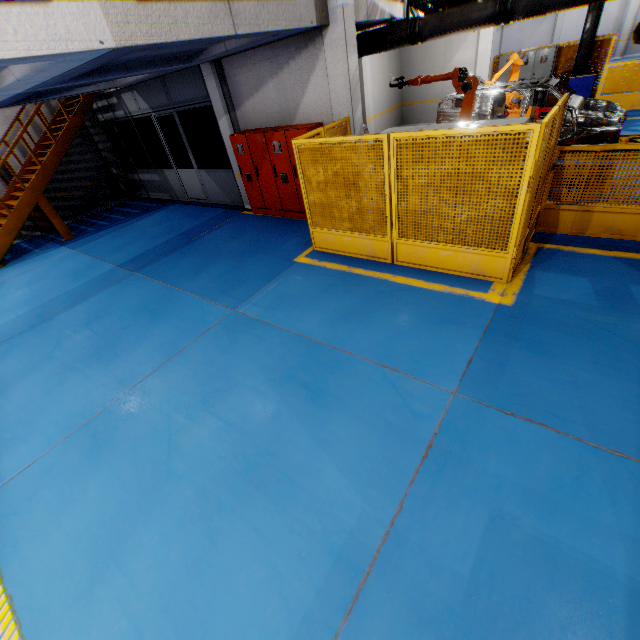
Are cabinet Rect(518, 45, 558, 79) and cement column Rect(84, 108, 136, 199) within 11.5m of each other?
no

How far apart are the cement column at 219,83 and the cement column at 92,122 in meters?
7.7 m

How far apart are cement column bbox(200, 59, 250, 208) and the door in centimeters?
229cm

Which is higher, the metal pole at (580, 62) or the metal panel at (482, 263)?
the metal pole at (580, 62)

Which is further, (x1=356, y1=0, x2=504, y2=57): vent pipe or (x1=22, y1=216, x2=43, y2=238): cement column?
(x1=22, y1=216, x2=43, y2=238): cement column

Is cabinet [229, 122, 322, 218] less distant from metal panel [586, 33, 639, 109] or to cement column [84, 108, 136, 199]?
metal panel [586, 33, 639, 109]

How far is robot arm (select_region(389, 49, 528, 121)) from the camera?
7.59m

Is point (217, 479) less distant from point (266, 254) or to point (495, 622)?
point (495, 622)
